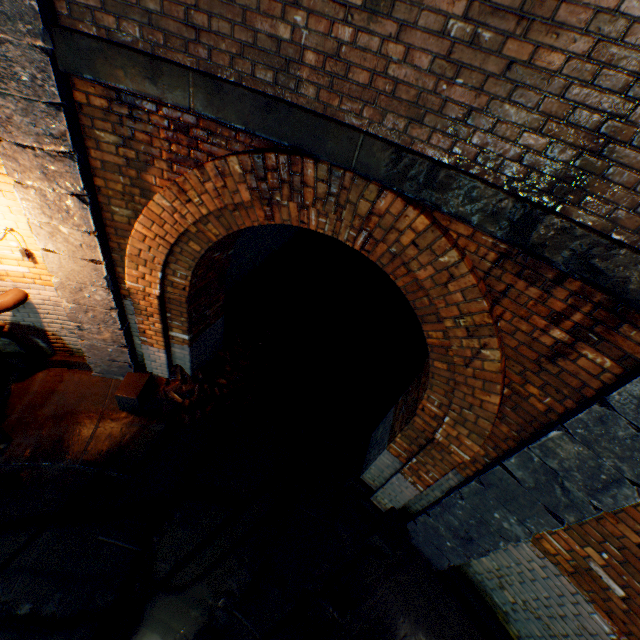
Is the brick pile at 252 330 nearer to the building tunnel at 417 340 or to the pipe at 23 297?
the building tunnel at 417 340

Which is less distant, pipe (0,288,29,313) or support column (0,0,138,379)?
support column (0,0,138,379)

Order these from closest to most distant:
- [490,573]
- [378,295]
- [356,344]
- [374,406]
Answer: [490,573] → [374,406] → [356,344] → [378,295]

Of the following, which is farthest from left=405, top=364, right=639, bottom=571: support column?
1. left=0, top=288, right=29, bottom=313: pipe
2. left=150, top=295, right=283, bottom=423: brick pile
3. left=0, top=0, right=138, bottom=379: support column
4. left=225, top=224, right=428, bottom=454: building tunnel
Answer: left=0, top=288, right=29, bottom=313: pipe

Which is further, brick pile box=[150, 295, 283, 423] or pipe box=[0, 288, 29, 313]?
brick pile box=[150, 295, 283, 423]

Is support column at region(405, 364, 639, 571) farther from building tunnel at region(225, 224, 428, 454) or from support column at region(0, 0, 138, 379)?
support column at region(0, 0, 138, 379)

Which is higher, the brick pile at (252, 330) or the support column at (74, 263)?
the support column at (74, 263)

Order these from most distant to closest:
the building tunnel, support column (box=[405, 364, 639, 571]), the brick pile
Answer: the building tunnel, the brick pile, support column (box=[405, 364, 639, 571])
